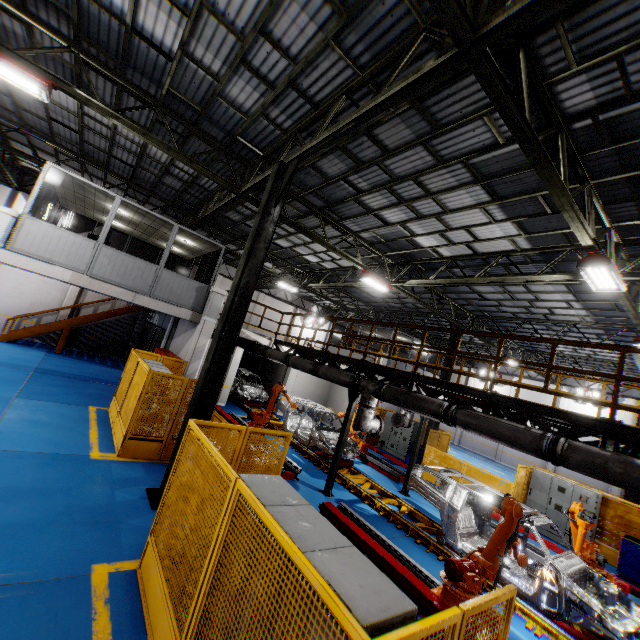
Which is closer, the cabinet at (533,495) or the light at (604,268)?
the light at (604,268)

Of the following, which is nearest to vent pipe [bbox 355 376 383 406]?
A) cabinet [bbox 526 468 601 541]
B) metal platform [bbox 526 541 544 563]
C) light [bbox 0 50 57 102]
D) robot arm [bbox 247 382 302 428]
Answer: robot arm [bbox 247 382 302 428]

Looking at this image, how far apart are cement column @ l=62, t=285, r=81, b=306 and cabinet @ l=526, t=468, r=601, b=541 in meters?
25.9 m

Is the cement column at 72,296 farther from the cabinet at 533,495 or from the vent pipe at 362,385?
the cabinet at 533,495

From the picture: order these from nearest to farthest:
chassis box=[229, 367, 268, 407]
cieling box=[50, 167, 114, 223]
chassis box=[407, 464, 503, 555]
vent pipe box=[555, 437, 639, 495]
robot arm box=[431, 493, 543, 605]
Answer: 1. vent pipe box=[555, 437, 639, 495]
2. robot arm box=[431, 493, 543, 605]
3. chassis box=[407, 464, 503, 555]
4. cieling box=[50, 167, 114, 223]
5. chassis box=[229, 367, 268, 407]

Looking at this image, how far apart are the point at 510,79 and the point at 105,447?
11.8 meters

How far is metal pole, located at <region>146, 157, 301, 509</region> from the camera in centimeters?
689cm

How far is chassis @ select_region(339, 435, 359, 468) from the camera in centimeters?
1218cm
